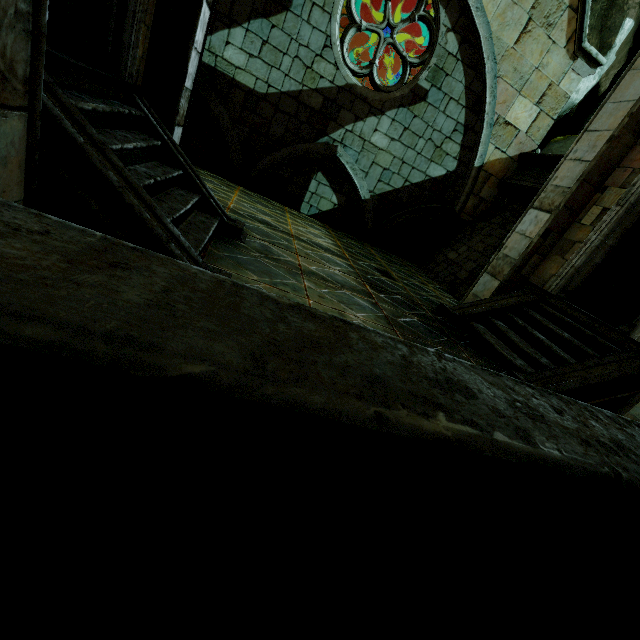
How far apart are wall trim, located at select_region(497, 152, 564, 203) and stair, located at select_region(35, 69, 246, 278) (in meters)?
8.17

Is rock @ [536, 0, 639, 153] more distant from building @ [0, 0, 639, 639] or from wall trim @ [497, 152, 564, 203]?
wall trim @ [497, 152, 564, 203]

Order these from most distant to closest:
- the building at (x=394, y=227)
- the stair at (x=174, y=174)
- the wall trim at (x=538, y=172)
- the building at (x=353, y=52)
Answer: the building at (x=353, y=52)
the wall trim at (x=538, y=172)
the stair at (x=174, y=174)
the building at (x=394, y=227)

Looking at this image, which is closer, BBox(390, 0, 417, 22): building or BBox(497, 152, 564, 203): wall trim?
BBox(497, 152, 564, 203): wall trim

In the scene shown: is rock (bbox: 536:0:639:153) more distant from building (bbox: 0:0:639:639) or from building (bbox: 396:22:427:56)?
building (bbox: 0:0:639:639)

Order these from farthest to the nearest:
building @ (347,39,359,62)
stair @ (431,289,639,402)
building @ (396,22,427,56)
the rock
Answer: building @ (347,39,359,62) < building @ (396,22,427,56) < the rock < stair @ (431,289,639,402)

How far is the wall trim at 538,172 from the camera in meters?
9.0

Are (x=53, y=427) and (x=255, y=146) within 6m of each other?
no
